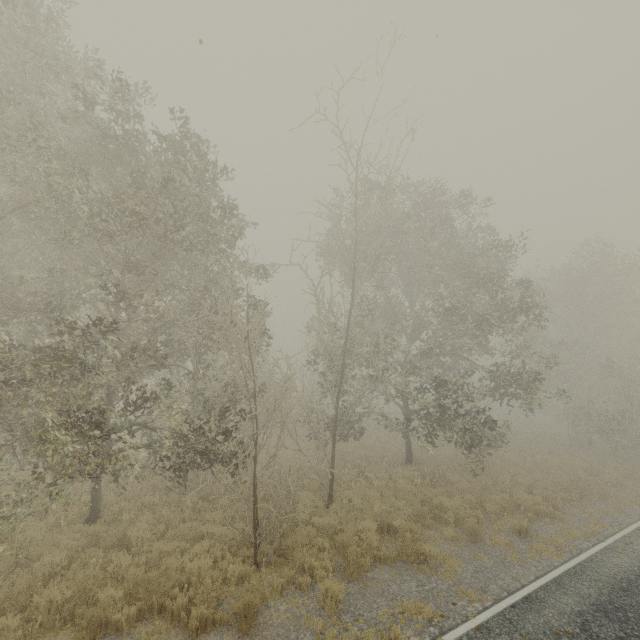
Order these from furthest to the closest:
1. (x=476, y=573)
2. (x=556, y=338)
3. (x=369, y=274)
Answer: (x=556, y=338), (x=369, y=274), (x=476, y=573)
